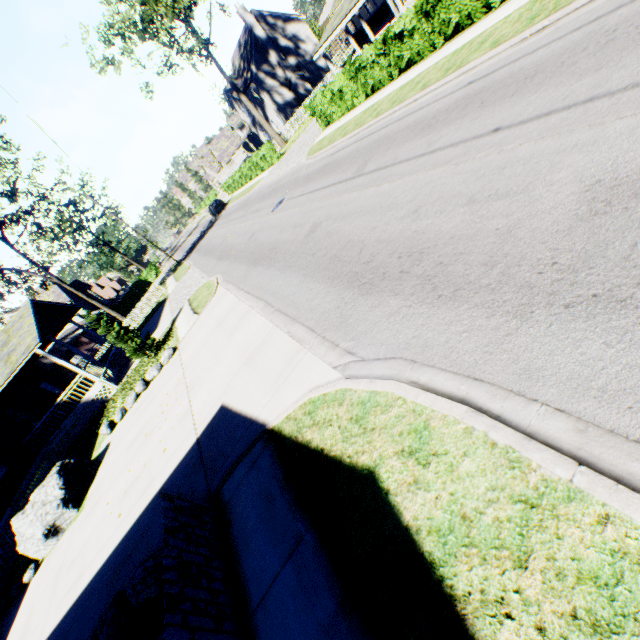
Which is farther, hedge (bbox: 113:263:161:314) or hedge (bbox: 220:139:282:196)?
hedge (bbox: 113:263:161:314)

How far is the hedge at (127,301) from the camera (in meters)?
56.50

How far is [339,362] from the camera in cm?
534

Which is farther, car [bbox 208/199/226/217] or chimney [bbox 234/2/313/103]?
car [bbox 208/199/226/217]

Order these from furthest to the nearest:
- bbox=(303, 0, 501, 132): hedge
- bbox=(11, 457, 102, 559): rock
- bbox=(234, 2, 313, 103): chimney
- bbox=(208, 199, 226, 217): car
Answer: bbox=(208, 199, 226, 217): car → bbox=(234, 2, 313, 103): chimney → bbox=(303, 0, 501, 132): hedge → bbox=(11, 457, 102, 559): rock

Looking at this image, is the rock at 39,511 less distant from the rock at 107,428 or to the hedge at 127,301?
the rock at 107,428

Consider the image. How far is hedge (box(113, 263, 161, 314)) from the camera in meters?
56.5

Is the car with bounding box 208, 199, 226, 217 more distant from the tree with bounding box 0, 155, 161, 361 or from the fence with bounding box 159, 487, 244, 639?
the fence with bounding box 159, 487, 244, 639
